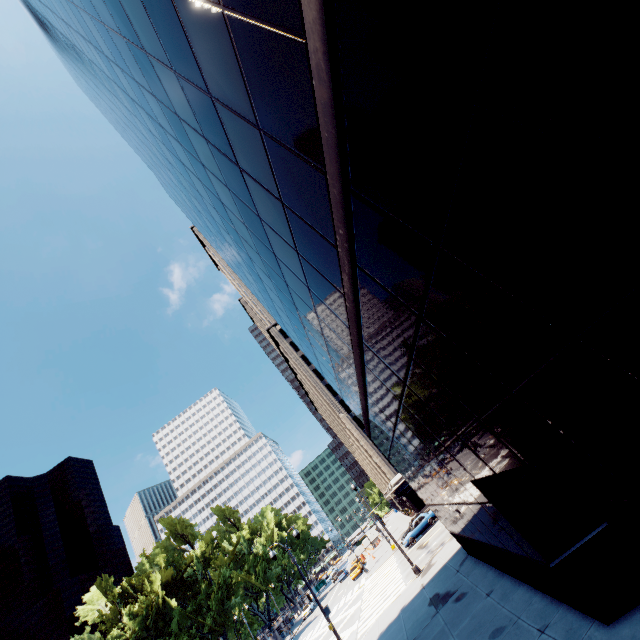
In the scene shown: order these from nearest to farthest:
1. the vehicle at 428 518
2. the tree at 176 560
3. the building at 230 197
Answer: the building at 230 197, the vehicle at 428 518, the tree at 176 560

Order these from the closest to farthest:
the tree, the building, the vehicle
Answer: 1. the building
2. the vehicle
3. the tree

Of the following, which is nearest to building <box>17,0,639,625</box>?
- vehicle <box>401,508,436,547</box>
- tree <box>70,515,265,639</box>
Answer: vehicle <box>401,508,436,547</box>

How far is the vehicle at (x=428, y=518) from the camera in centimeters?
3447cm

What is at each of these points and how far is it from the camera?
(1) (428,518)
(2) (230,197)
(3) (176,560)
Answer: (1) vehicle, 35.1m
(2) building, 11.3m
(3) tree, 48.8m

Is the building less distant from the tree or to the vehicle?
the vehicle

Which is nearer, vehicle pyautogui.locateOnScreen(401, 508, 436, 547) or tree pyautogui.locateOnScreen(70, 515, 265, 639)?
vehicle pyautogui.locateOnScreen(401, 508, 436, 547)
